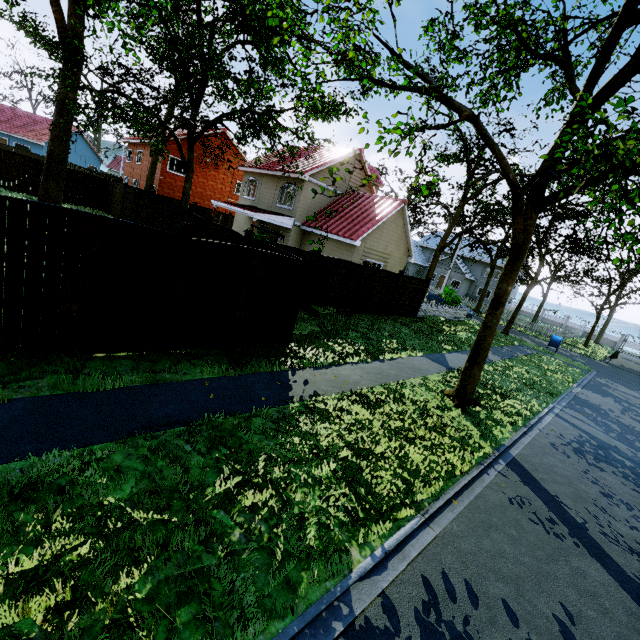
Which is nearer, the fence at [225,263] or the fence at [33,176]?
the fence at [225,263]

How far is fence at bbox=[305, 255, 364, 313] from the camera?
12.79m

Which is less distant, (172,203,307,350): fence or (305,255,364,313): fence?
(172,203,307,350): fence

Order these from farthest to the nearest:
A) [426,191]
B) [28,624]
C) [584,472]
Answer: [584,472] < [426,191] < [28,624]

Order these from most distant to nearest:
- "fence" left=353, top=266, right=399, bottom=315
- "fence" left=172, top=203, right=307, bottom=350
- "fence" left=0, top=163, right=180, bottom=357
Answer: "fence" left=353, top=266, right=399, bottom=315 < "fence" left=172, top=203, right=307, bottom=350 < "fence" left=0, top=163, right=180, bottom=357
